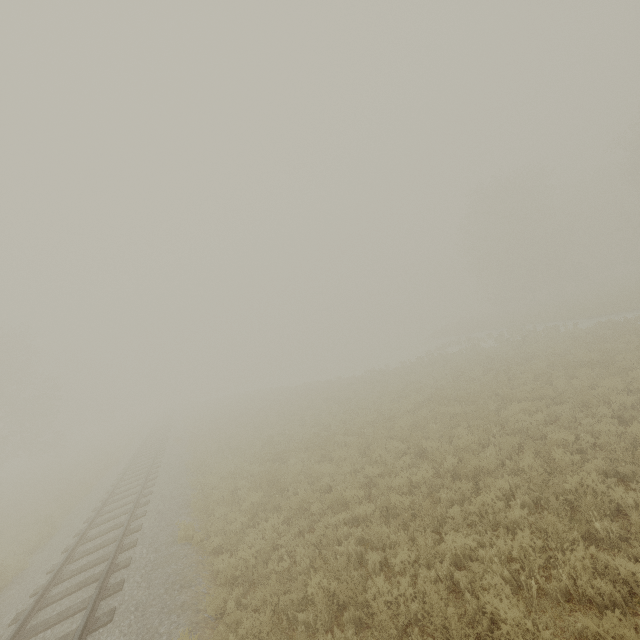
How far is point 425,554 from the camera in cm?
609
